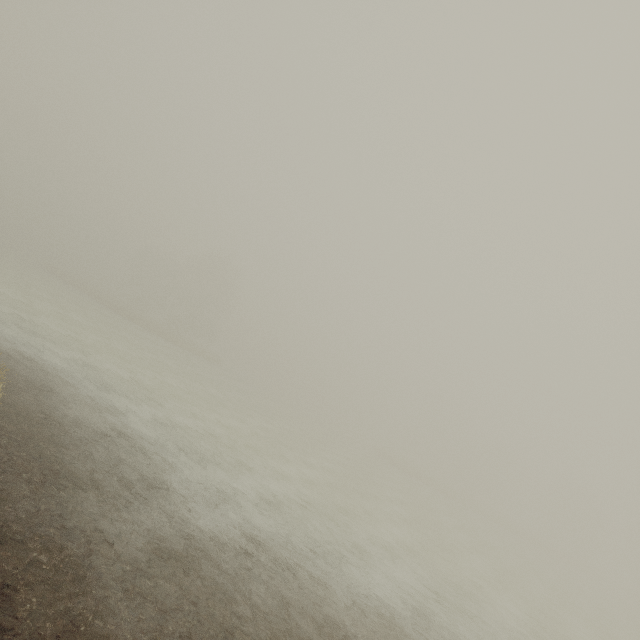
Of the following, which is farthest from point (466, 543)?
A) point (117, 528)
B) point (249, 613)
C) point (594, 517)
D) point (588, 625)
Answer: point (594, 517)
